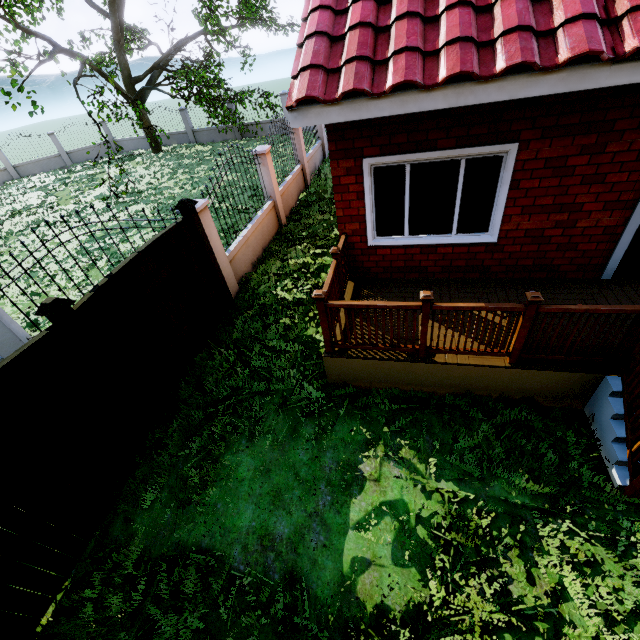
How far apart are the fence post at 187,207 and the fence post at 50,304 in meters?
2.5

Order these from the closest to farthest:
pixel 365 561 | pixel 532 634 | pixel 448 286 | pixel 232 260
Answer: pixel 532 634, pixel 365 561, pixel 448 286, pixel 232 260

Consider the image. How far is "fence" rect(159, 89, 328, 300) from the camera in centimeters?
675cm

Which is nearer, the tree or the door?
the door

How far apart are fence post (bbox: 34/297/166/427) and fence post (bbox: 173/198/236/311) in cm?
252

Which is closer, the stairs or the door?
the stairs

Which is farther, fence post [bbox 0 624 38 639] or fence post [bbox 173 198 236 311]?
fence post [bbox 173 198 236 311]

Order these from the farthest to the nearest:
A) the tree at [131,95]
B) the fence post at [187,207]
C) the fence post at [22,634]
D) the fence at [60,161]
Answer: the fence at [60,161] < the tree at [131,95] < the fence post at [187,207] < the fence post at [22,634]
